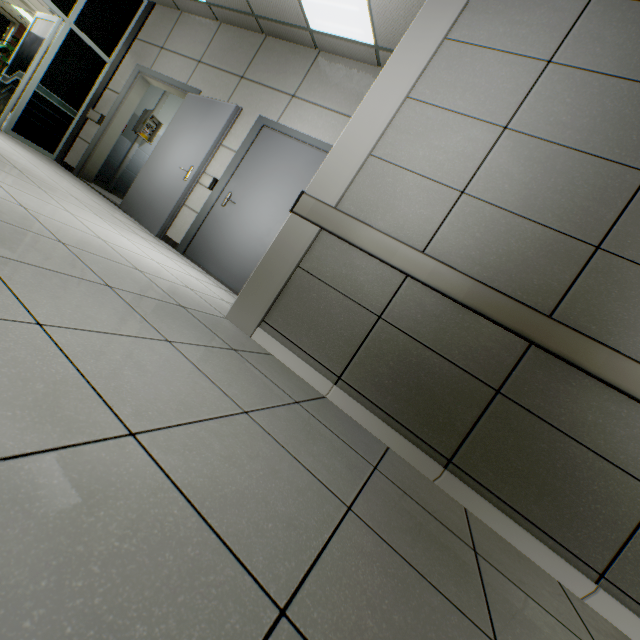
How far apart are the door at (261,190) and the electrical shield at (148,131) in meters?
3.6 m

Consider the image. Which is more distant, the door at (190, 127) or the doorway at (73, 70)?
the doorway at (73, 70)

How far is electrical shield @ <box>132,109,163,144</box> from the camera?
6.4m

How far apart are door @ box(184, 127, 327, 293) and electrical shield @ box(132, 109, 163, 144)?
3.6m

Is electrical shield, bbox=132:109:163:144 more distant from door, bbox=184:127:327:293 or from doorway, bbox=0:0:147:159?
door, bbox=184:127:327:293

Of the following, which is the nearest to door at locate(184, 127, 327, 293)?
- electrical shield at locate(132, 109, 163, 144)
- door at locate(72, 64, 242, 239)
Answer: door at locate(72, 64, 242, 239)

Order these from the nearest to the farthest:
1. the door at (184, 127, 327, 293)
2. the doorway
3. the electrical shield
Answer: the door at (184, 127, 327, 293)
the doorway
the electrical shield

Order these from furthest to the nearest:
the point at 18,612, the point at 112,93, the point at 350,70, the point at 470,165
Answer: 1. the point at 112,93
2. the point at 350,70
3. the point at 470,165
4. the point at 18,612
